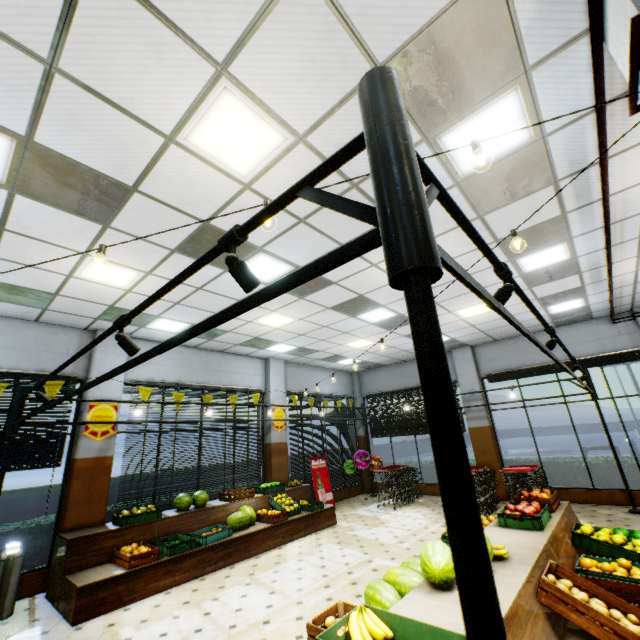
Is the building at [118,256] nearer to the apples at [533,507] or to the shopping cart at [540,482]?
the shopping cart at [540,482]

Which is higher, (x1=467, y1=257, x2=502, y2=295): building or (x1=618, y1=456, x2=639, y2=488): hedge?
(x1=467, y1=257, x2=502, y2=295): building

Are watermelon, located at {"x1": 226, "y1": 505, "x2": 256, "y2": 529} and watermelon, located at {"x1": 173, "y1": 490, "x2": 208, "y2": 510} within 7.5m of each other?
yes

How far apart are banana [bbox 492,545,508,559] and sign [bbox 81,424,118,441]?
7.0 meters

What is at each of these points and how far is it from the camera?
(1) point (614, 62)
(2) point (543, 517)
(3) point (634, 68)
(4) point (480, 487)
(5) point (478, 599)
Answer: (1) building, 2.7 meters
(2) fruit crate, 4.2 meters
(3) pipe, 1.9 meters
(4) shopping cart, 8.6 meters
(5) light truss, 0.7 meters

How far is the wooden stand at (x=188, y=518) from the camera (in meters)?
4.91

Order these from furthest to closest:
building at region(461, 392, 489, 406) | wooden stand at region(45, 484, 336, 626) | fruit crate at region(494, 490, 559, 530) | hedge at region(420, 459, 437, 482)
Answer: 1. hedge at region(420, 459, 437, 482)
2. building at region(461, 392, 489, 406)
3. wooden stand at region(45, 484, 336, 626)
4. fruit crate at region(494, 490, 559, 530)

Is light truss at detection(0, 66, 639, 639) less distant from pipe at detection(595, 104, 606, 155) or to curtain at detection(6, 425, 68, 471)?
curtain at detection(6, 425, 68, 471)
